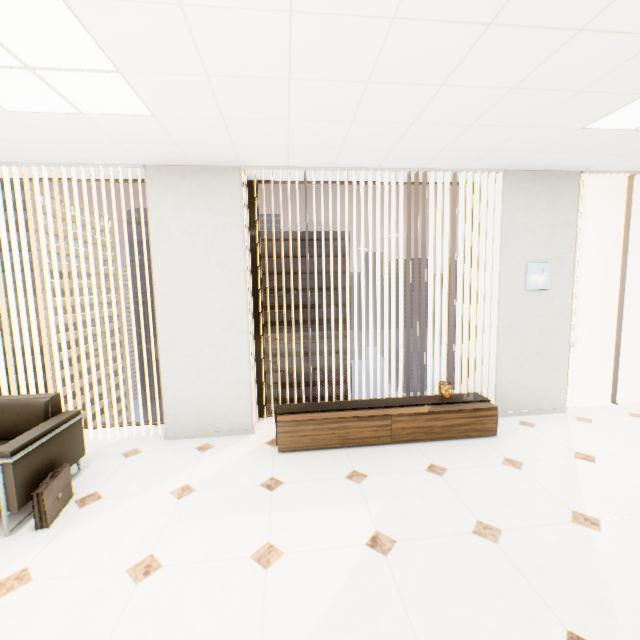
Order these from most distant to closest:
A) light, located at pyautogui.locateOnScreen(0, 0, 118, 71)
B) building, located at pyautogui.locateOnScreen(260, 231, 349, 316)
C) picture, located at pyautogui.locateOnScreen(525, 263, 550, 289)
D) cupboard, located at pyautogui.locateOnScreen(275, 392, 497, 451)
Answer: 1. building, located at pyautogui.locateOnScreen(260, 231, 349, 316)
2. picture, located at pyautogui.locateOnScreen(525, 263, 550, 289)
3. cupboard, located at pyautogui.locateOnScreen(275, 392, 497, 451)
4. light, located at pyautogui.locateOnScreen(0, 0, 118, 71)

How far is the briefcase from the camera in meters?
2.3 m

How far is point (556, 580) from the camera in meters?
1.8

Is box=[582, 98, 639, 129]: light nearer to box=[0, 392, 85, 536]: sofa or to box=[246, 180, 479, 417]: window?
box=[246, 180, 479, 417]: window

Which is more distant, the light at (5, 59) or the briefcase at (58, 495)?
the briefcase at (58, 495)

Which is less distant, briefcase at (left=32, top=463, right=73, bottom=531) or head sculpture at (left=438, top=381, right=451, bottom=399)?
briefcase at (left=32, top=463, right=73, bottom=531)

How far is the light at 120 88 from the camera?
1.92m

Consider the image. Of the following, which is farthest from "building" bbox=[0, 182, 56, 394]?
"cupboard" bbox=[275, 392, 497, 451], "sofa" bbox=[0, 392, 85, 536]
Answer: "cupboard" bbox=[275, 392, 497, 451]
